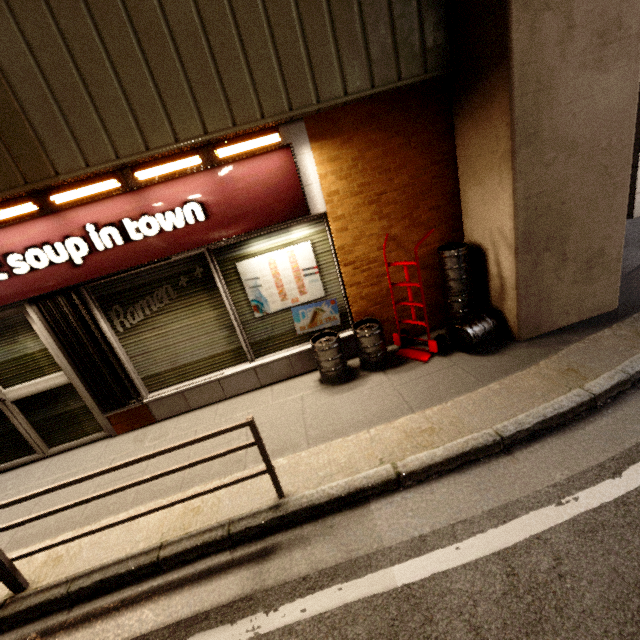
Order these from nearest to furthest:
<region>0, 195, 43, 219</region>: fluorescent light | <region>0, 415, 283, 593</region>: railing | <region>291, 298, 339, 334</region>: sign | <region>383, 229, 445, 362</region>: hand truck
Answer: <region>0, 415, 283, 593</region>: railing, <region>0, 195, 43, 219</region>: fluorescent light, <region>383, 229, 445, 362</region>: hand truck, <region>291, 298, 339, 334</region>: sign

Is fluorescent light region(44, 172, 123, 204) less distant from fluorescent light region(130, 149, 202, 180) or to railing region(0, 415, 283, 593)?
fluorescent light region(130, 149, 202, 180)

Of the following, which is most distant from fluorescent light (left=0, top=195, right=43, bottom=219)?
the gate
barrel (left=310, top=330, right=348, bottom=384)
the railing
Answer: barrel (left=310, top=330, right=348, bottom=384)

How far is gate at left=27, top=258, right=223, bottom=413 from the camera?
3.6m

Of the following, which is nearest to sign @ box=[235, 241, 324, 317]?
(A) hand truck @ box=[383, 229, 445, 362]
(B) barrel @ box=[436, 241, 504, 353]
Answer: (A) hand truck @ box=[383, 229, 445, 362]

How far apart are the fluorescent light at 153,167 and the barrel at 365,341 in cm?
255

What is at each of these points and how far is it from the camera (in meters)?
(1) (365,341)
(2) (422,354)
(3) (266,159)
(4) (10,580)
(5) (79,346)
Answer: (1) barrel, 3.94
(2) hand truck, 4.14
(3) sign, 3.50
(4) railing, 2.57
(5) gate, 3.86

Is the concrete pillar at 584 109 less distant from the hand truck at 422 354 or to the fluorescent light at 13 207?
the hand truck at 422 354
